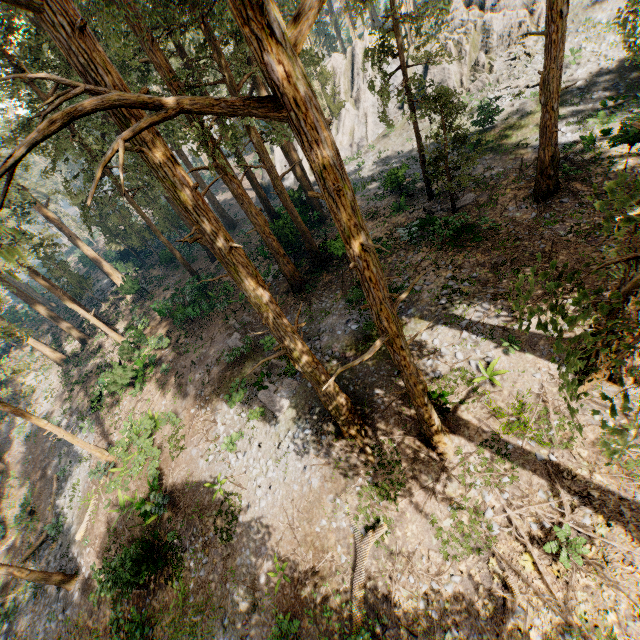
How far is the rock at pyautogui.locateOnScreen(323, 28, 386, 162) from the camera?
35.16m

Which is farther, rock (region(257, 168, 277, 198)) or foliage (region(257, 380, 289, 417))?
rock (region(257, 168, 277, 198))

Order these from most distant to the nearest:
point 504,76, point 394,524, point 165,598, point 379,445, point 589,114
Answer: point 504,76, point 589,114, point 165,598, point 379,445, point 394,524

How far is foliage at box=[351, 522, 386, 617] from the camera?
10.49m

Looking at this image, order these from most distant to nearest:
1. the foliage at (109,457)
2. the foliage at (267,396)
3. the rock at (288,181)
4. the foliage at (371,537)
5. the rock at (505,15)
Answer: the rock at (288,181)
the rock at (505,15)
the foliage at (109,457)
the foliage at (267,396)
the foliage at (371,537)

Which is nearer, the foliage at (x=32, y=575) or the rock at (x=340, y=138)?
the foliage at (x=32, y=575)

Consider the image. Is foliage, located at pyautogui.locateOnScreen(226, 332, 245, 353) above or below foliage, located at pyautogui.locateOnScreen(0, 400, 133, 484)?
above
